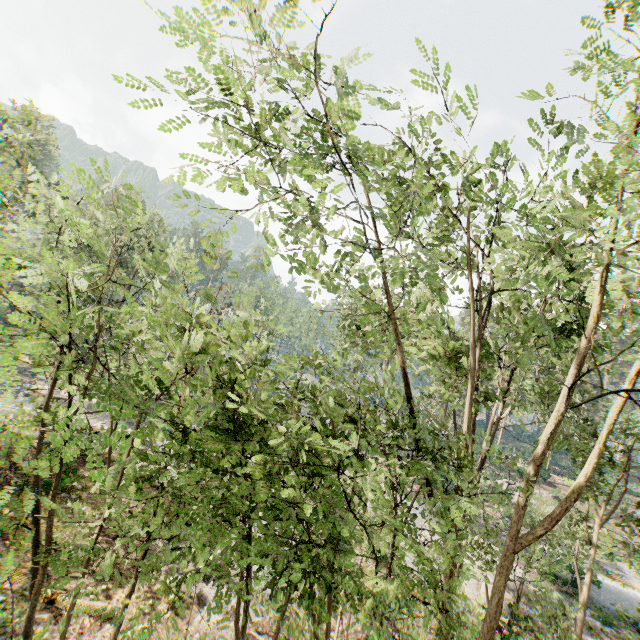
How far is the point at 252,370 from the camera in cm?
450

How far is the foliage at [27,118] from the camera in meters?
16.9

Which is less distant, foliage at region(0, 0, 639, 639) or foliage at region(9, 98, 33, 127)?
foliage at region(0, 0, 639, 639)

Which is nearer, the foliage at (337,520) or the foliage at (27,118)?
the foliage at (337,520)

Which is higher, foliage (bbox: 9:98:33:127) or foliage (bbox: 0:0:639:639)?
foliage (bbox: 9:98:33:127)

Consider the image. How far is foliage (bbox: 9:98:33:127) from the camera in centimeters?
1688cm
